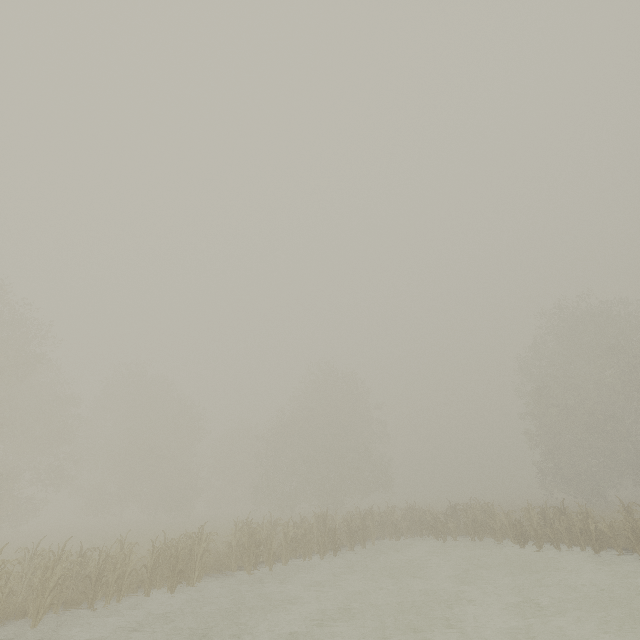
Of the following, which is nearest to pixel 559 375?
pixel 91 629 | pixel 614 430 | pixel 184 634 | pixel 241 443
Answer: pixel 614 430
